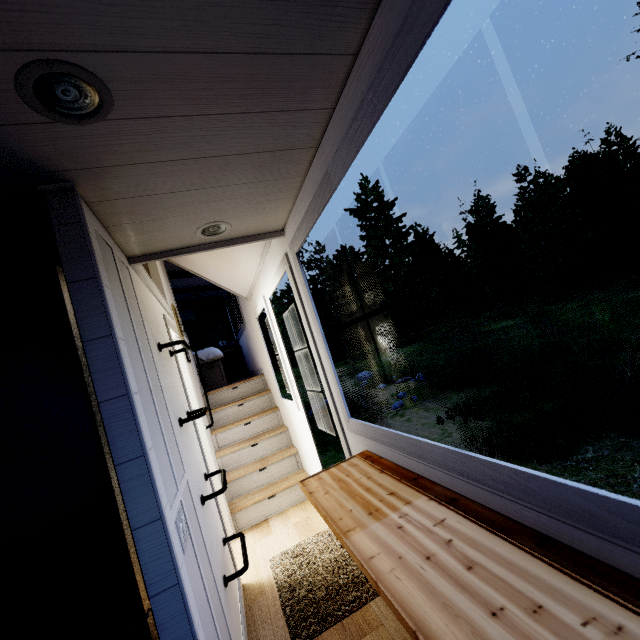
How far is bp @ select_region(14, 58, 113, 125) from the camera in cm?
79

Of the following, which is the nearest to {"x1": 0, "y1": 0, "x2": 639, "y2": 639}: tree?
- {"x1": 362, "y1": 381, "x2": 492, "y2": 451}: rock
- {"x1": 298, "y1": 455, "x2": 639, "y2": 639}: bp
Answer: {"x1": 298, "y1": 455, "x2": 639, "y2": 639}: bp

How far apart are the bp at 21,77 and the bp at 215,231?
0.8m

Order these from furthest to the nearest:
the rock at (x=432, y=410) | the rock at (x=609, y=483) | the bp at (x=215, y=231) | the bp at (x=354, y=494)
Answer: the rock at (x=432, y=410)
the rock at (x=609, y=483)
the bp at (x=215, y=231)
the bp at (x=354, y=494)

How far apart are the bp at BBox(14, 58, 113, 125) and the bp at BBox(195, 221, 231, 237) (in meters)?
0.85

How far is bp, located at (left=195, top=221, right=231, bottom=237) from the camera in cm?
184

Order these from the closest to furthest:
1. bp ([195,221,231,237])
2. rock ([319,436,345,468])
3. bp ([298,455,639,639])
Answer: bp ([298,455,639,639]) → bp ([195,221,231,237]) → rock ([319,436,345,468])

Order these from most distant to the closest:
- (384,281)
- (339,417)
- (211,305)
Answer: (384,281) < (211,305) < (339,417)
